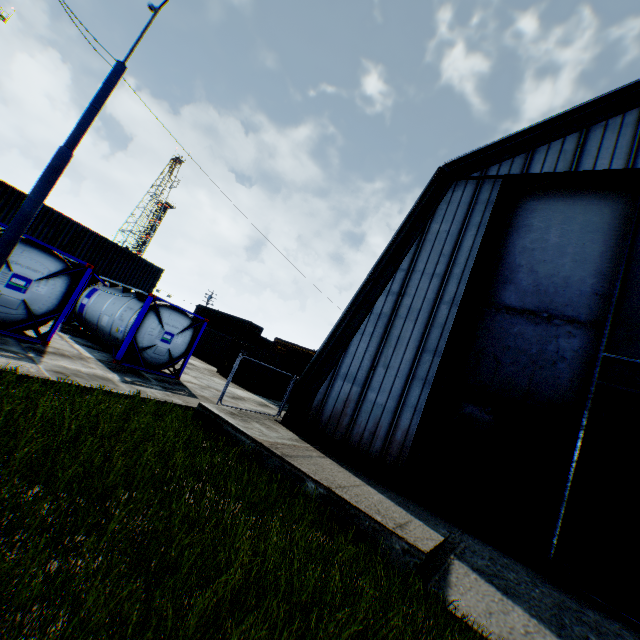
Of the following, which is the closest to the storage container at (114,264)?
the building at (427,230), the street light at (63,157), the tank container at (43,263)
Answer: the tank container at (43,263)

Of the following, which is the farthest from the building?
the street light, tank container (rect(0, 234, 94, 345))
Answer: the street light

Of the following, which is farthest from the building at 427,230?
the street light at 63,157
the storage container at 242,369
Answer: the street light at 63,157

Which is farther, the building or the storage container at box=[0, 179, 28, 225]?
the storage container at box=[0, 179, 28, 225]

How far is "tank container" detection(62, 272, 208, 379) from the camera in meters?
13.0 m

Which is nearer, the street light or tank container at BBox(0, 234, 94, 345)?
the street light

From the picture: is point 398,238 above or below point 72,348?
above

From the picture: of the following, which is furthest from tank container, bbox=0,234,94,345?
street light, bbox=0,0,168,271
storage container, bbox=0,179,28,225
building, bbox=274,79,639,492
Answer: storage container, bbox=0,179,28,225
